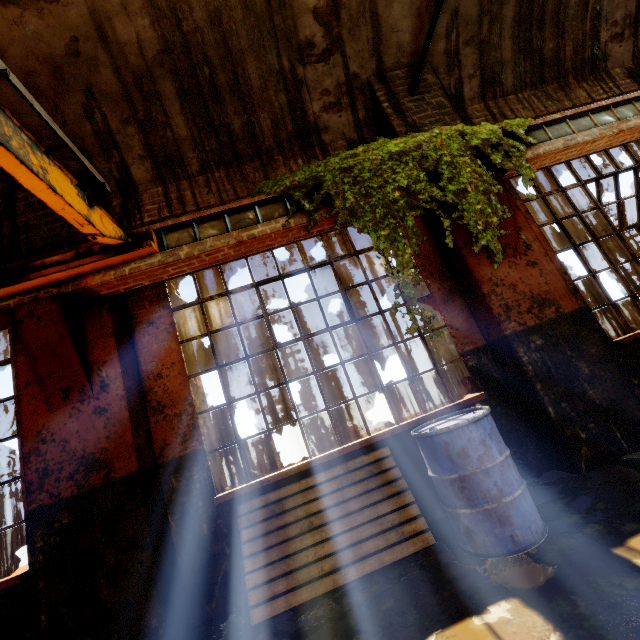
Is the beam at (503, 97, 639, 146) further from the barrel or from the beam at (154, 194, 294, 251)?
the barrel

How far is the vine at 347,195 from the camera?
3.3m

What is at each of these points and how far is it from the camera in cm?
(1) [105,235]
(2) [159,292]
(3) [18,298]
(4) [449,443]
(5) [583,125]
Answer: (1) overhead crane, 277
(2) building, 398
(3) crane rail, 318
(4) barrel, 259
(5) beam, 416

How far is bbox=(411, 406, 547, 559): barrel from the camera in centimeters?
239cm

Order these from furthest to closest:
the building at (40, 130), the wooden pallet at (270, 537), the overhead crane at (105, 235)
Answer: the building at (40, 130) → the wooden pallet at (270, 537) → the overhead crane at (105, 235)

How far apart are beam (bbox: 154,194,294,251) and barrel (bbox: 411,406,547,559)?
2.6 meters

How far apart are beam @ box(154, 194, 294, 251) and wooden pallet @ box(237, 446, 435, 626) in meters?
2.7

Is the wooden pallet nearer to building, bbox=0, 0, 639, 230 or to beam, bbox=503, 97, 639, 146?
building, bbox=0, 0, 639, 230
